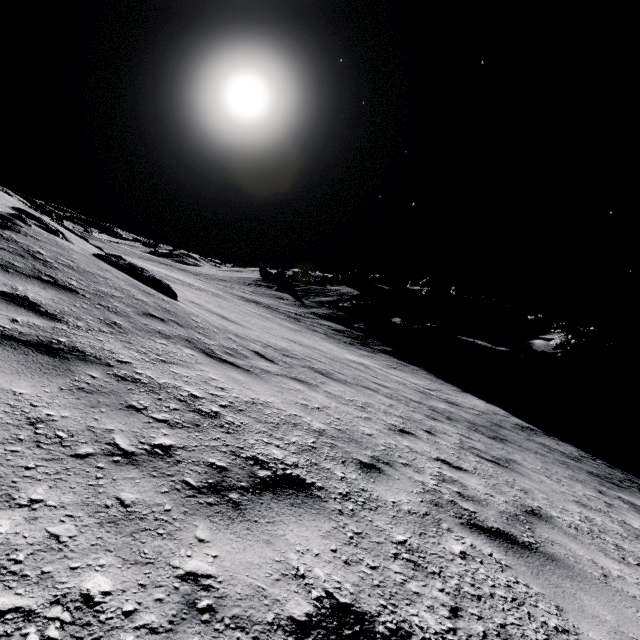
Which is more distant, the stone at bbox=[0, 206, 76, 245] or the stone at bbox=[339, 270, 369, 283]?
the stone at bbox=[339, 270, 369, 283]

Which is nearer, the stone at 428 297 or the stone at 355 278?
the stone at 428 297

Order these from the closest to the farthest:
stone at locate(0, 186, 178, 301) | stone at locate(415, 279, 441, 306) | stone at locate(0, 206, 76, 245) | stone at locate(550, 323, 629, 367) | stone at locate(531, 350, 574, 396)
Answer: stone at locate(0, 206, 76, 245) < stone at locate(0, 186, 178, 301) < stone at locate(531, 350, 574, 396) < stone at locate(550, 323, 629, 367) < stone at locate(415, 279, 441, 306)

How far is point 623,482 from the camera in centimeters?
1334cm

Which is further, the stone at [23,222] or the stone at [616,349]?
the stone at [616,349]

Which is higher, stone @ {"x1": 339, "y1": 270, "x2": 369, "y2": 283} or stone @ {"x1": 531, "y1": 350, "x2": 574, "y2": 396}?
stone @ {"x1": 339, "y1": 270, "x2": 369, "y2": 283}

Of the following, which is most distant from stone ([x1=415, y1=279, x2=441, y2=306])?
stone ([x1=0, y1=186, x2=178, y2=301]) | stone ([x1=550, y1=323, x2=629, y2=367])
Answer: stone ([x1=0, y1=186, x2=178, y2=301])

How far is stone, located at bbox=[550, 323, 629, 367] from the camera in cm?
3428
